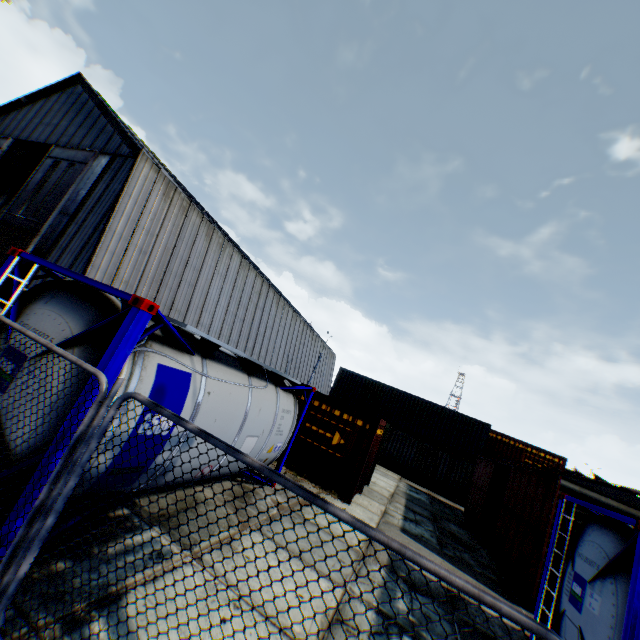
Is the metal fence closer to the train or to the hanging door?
the hanging door

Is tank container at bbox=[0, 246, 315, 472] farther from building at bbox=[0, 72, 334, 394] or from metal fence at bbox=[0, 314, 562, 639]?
building at bbox=[0, 72, 334, 394]

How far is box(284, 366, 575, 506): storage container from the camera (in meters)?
11.28

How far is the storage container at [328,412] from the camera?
11.3 meters

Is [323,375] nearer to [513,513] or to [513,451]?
[513,451]

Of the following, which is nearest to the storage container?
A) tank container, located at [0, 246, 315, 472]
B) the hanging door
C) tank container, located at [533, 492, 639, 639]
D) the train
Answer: the train

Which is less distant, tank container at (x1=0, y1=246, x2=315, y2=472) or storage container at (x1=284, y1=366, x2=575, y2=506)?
tank container at (x1=0, y1=246, x2=315, y2=472)

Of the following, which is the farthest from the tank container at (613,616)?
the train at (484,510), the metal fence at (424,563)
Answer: the train at (484,510)
